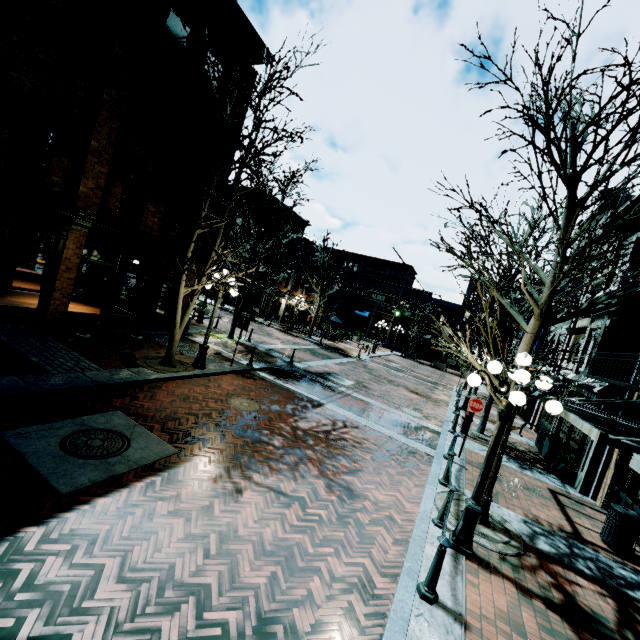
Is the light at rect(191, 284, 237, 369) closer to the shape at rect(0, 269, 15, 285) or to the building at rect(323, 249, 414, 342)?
the shape at rect(0, 269, 15, 285)

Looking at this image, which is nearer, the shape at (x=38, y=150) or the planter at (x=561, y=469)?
the planter at (x=561, y=469)

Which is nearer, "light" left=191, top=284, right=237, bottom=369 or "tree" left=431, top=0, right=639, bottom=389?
"tree" left=431, top=0, right=639, bottom=389

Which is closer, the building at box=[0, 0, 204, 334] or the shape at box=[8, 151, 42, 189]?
→ the building at box=[0, 0, 204, 334]

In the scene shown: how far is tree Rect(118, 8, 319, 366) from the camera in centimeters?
877cm

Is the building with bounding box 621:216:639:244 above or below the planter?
above

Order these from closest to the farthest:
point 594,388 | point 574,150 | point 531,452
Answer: point 574,150 → point 594,388 → point 531,452

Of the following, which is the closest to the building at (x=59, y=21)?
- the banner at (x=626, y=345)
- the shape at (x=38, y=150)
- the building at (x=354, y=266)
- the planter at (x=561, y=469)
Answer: the building at (x=354, y=266)
